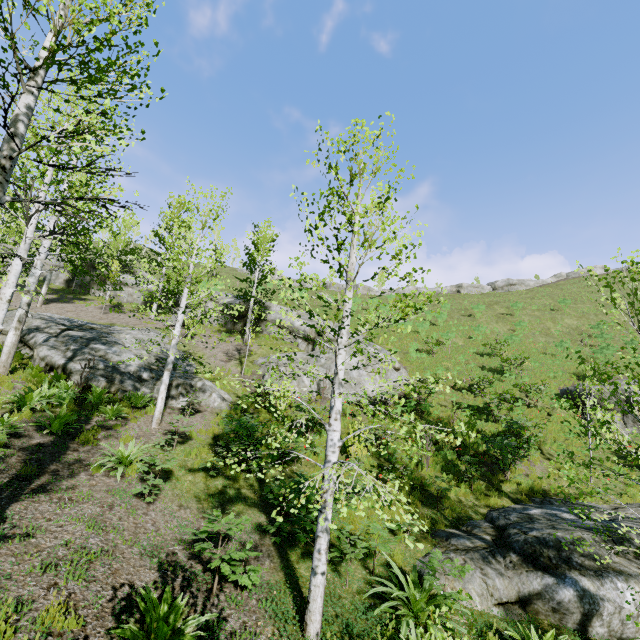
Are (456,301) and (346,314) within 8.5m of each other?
no

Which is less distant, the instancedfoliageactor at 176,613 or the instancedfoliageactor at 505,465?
the instancedfoliageactor at 176,613

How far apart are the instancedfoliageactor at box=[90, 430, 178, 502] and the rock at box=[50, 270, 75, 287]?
30.3m

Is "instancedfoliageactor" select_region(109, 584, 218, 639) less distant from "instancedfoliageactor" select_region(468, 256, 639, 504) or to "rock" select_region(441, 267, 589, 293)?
"instancedfoliageactor" select_region(468, 256, 639, 504)

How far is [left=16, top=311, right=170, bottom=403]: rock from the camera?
11.6 meters

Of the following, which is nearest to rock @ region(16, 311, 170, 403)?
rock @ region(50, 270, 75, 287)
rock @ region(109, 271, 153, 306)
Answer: rock @ region(109, 271, 153, 306)

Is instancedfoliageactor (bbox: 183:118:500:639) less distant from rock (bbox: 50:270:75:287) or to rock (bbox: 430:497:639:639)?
rock (bbox: 430:497:639:639)

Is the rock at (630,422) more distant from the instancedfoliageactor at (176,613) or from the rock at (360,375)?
the instancedfoliageactor at (176,613)
